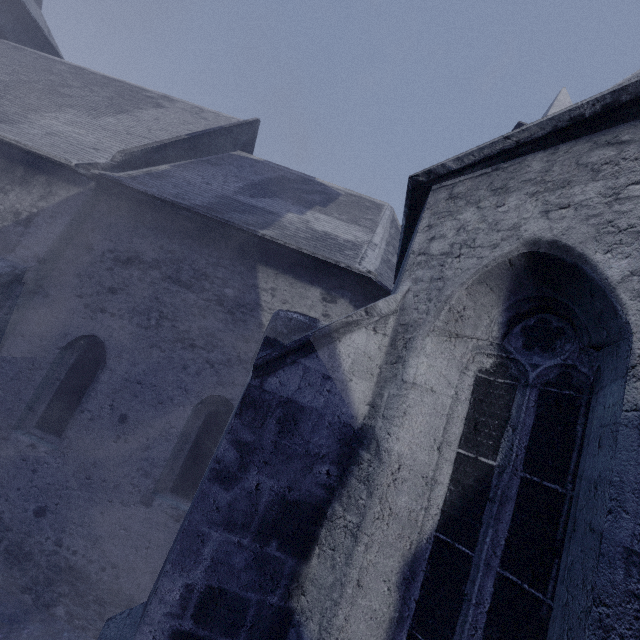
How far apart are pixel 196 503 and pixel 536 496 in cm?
256
